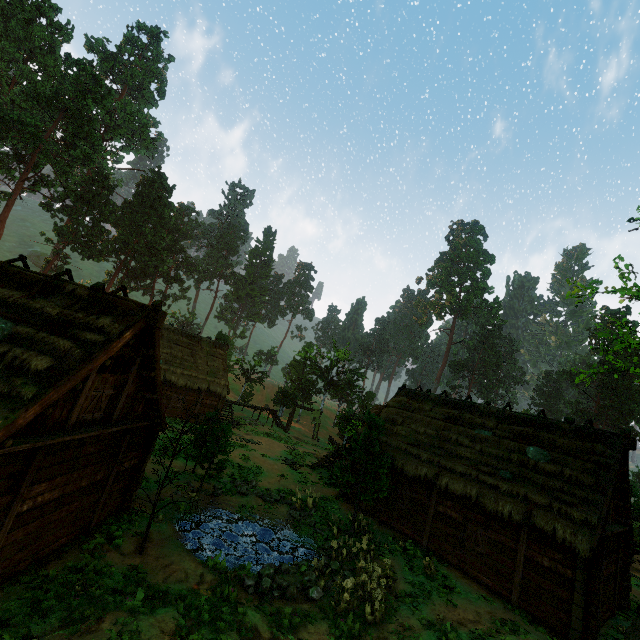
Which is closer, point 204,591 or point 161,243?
point 204,591

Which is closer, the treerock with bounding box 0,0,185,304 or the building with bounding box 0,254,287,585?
the building with bounding box 0,254,287,585

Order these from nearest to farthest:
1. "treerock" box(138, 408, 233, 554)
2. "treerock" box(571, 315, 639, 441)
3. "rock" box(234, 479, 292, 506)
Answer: "treerock" box(138, 408, 233, 554) < "treerock" box(571, 315, 639, 441) < "rock" box(234, 479, 292, 506)

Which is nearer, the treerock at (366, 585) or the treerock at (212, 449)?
the treerock at (366, 585)

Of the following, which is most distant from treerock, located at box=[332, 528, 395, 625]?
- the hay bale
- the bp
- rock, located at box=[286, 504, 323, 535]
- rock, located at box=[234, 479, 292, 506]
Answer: the bp

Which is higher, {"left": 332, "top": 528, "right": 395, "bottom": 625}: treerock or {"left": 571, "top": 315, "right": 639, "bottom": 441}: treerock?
{"left": 571, "top": 315, "right": 639, "bottom": 441}: treerock

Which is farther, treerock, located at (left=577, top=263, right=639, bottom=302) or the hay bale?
the hay bale

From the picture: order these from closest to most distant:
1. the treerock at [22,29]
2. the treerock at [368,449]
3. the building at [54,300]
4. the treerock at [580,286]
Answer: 1. the building at [54,300]
2. the treerock at [580,286]
3. the treerock at [368,449]
4. the treerock at [22,29]
